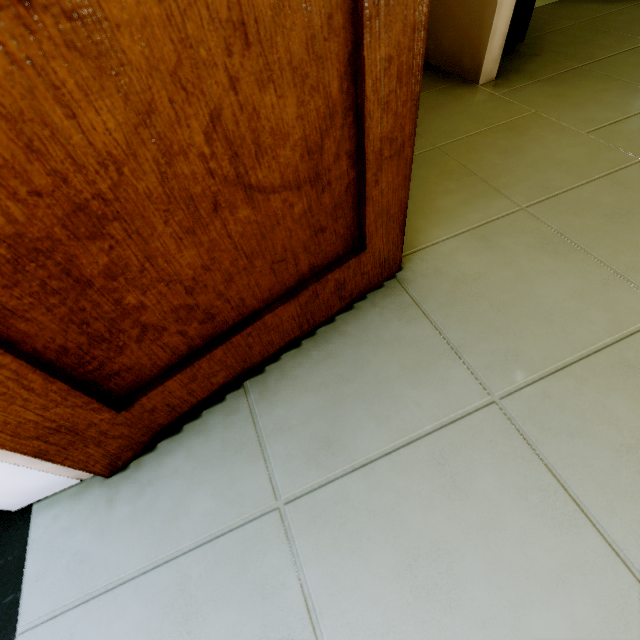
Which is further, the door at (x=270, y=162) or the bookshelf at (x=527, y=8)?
the bookshelf at (x=527, y=8)

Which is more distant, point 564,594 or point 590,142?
point 590,142

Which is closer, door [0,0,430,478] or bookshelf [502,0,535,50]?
door [0,0,430,478]
